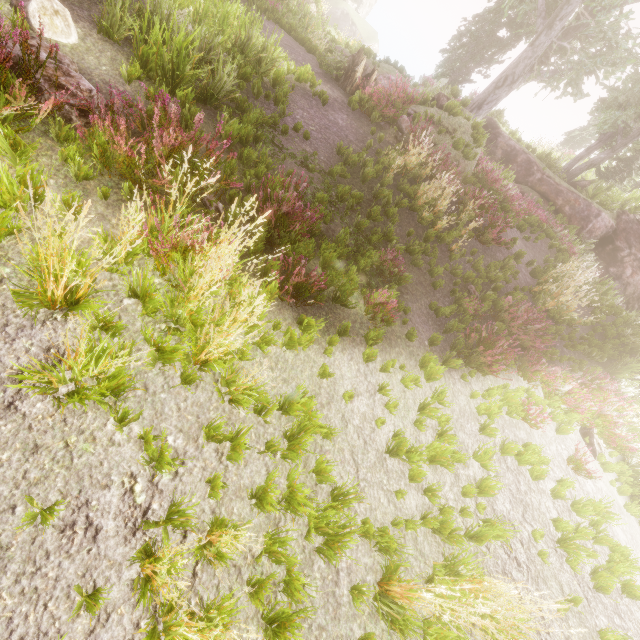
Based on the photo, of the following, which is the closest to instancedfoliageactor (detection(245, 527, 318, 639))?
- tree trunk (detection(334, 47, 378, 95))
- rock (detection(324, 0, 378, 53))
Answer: rock (detection(324, 0, 378, 53))

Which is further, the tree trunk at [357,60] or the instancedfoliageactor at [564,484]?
the tree trunk at [357,60]

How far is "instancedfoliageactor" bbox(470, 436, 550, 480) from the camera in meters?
5.1

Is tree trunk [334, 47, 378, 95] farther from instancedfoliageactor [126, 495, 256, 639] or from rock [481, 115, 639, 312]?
instancedfoliageactor [126, 495, 256, 639]

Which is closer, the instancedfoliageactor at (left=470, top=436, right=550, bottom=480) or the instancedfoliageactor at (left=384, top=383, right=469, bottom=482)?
the instancedfoliageactor at (left=384, top=383, right=469, bottom=482)

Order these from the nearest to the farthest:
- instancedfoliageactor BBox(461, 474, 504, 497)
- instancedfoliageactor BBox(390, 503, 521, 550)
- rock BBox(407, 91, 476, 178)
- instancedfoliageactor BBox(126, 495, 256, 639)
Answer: instancedfoliageactor BBox(126, 495, 256, 639)
instancedfoliageactor BBox(390, 503, 521, 550)
instancedfoliageactor BBox(461, 474, 504, 497)
rock BBox(407, 91, 476, 178)

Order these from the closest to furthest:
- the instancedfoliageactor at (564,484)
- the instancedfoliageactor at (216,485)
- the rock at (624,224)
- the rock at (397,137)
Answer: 1. the instancedfoliageactor at (216,485)
2. the instancedfoliageactor at (564,484)
3. the rock at (397,137)
4. the rock at (624,224)

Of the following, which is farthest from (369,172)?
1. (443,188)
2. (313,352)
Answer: (313,352)
